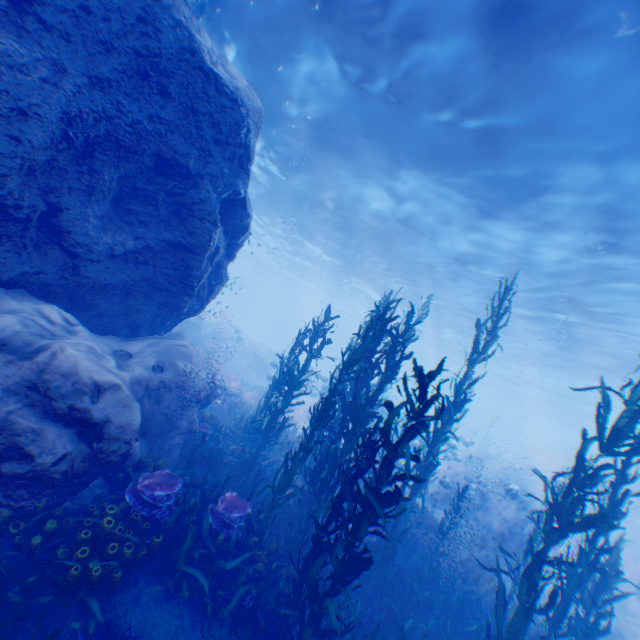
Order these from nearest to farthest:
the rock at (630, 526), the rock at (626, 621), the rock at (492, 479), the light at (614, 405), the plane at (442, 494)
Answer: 1. the rock at (626, 621)
2. the plane at (442, 494)
3. the rock at (630, 526)
4. the rock at (492, 479)
5. the light at (614, 405)

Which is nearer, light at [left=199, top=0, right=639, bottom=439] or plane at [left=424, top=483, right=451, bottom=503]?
light at [left=199, top=0, right=639, bottom=439]

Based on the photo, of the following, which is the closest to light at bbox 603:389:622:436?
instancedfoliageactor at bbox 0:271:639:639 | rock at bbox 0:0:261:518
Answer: rock at bbox 0:0:261:518

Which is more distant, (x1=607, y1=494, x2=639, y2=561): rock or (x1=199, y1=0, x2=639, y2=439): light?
(x1=607, y1=494, x2=639, y2=561): rock

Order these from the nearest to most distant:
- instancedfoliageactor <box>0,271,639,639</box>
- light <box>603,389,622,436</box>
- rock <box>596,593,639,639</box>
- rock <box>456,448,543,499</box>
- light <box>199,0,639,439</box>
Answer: instancedfoliageactor <box>0,271,639,639</box>
light <box>199,0,639,439</box>
rock <box>596,593,639,639</box>
rock <box>456,448,543,499</box>
light <box>603,389,622,436</box>

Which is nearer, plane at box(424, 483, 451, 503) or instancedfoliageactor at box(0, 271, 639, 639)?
instancedfoliageactor at box(0, 271, 639, 639)

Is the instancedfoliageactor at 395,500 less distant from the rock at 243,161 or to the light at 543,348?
the rock at 243,161

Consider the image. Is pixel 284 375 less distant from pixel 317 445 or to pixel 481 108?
pixel 317 445
